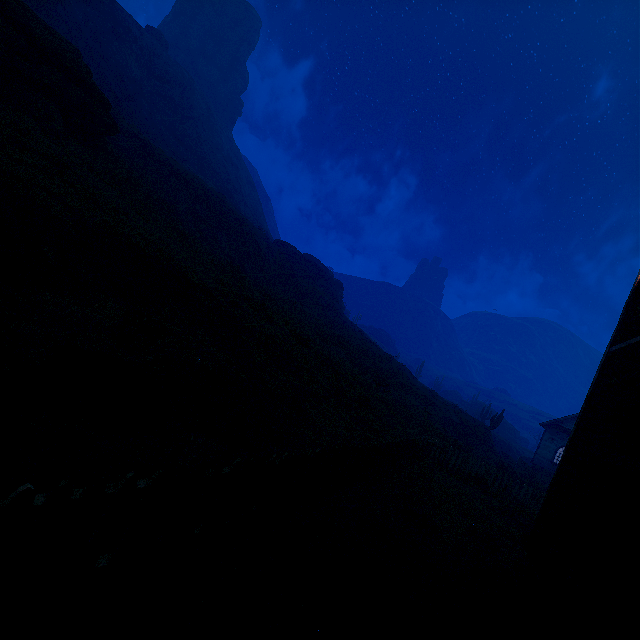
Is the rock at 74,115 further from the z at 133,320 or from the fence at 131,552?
the fence at 131,552

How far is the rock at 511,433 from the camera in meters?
57.3

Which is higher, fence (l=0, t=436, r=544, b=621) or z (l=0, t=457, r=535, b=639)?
fence (l=0, t=436, r=544, b=621)

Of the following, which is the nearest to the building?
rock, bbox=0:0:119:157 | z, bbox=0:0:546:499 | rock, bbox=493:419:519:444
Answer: z, bbox=0:0:546:499

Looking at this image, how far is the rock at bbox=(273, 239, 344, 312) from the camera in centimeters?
4294cm

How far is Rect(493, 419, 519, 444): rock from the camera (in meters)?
57.28

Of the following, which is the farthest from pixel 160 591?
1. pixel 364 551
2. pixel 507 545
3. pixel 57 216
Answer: pixel 507 545

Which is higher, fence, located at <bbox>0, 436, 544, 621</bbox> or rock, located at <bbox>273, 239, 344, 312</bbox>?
rock, located at <bbox>273, 239, 344, 312</bbox>
